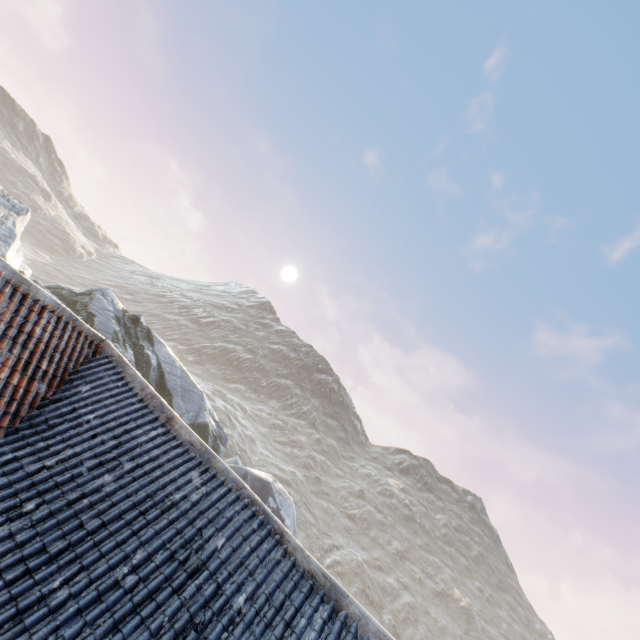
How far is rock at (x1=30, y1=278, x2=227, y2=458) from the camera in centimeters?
1980cm

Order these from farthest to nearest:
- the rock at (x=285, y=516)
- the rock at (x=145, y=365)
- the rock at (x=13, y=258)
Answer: the rock at (x=285, y=516) → the rock at (x=145, y=365) → the rock at (x=13, y=258)

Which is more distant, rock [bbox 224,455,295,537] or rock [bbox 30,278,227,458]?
rock [bbox 224,455,295,537]

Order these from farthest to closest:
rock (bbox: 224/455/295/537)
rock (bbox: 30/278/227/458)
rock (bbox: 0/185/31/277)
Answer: rock (bbox: 224/455/295/537), rock (bbox: 30/278/227/458), rock (bbox: 0/185/31/277)

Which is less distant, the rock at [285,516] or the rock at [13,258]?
the rock at [13,258]

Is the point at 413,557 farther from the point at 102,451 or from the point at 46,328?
the point at 46,328
